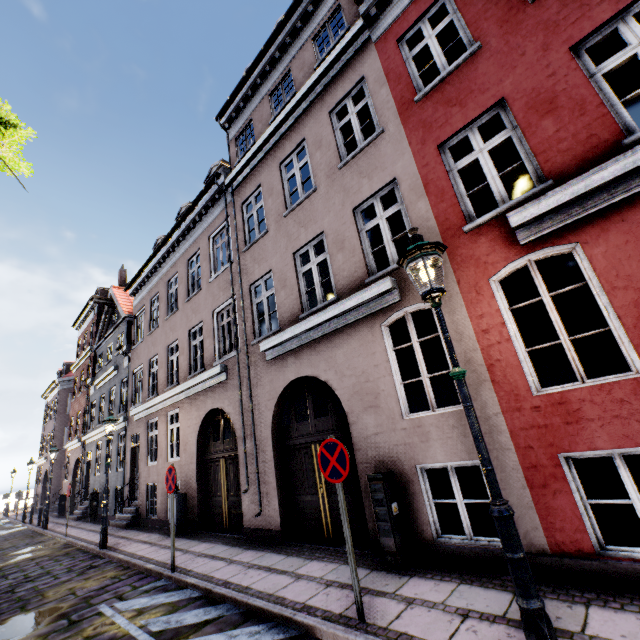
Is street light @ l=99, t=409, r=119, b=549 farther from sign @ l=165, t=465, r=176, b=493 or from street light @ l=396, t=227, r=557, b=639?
street light @ l=396, t=227, r=557, b=639

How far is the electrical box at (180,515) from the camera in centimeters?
967cm

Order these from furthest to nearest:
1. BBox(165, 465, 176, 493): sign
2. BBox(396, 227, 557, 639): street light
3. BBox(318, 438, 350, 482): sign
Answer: BBox(165, 465, 176, 493): sign
BBox(318, 438, 350, 482): sign
BBox(396, 227, 557, 639): street light

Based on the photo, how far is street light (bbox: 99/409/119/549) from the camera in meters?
9.4 m

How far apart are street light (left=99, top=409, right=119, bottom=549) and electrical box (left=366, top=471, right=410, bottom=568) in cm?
903

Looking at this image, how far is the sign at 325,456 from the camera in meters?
4.0 m

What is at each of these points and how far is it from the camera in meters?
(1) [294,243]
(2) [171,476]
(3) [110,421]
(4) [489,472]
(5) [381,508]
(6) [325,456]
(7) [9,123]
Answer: (1) building, 8.2
(2) sign, 6.8
(3) street light, 10.5
(4) street light, 2.7
(5) electrical box, 5.0
(6) sign, 4.3
(7) tree, 4.7

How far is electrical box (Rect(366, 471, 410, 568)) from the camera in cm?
484
